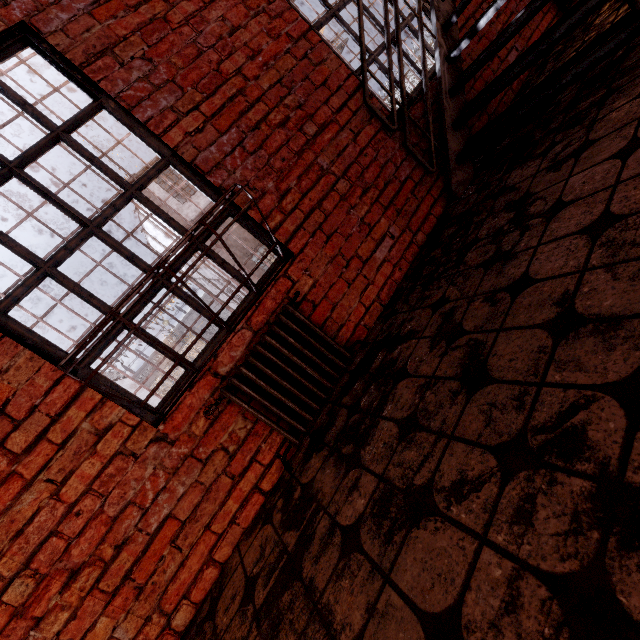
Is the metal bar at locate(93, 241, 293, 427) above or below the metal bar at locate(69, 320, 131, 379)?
below

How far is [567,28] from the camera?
2.0m

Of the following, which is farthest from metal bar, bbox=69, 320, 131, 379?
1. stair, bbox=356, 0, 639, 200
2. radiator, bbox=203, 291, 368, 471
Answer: stair, bbox=356, 0, 639, 200

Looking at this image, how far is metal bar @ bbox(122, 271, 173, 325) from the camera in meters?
1.9 m

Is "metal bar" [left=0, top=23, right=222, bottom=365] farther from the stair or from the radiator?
the stair

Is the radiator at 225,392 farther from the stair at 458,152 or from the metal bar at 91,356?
the stair at 458,152
